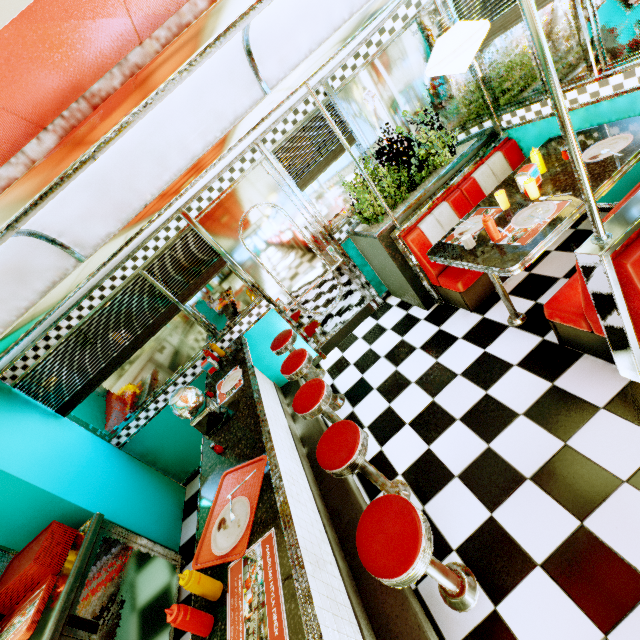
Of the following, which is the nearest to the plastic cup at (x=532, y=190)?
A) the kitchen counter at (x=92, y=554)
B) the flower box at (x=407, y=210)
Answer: the flower box at (x=407, y=210)

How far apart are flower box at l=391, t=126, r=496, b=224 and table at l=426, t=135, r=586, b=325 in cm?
54

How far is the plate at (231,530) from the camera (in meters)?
1.71

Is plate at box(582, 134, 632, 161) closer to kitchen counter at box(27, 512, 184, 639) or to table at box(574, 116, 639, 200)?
table at box(574, 116, 639, 200)

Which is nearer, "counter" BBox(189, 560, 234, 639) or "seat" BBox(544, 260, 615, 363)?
"counter" BBox(189, 560, 234, 639)

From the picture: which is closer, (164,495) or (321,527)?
(321,527)

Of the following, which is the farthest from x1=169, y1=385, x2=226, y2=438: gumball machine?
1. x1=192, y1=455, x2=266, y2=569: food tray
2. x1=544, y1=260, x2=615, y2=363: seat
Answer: x1=544, y1=260, x2=615, y2=363: seat

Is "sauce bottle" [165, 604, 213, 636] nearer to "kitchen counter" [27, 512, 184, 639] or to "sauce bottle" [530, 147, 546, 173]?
"kitchen counter" [27, 512, 184, 639]
